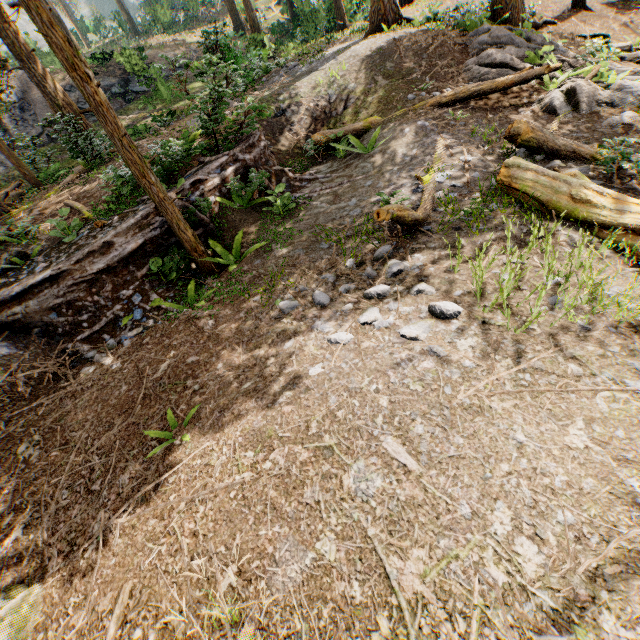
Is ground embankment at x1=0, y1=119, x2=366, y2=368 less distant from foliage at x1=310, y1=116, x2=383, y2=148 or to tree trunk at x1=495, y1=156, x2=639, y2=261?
foliage at x1=310, y1=116, x2=383, y2=148

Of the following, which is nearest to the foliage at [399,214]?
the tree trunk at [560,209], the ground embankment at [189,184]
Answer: the ground embankment at [189,184]

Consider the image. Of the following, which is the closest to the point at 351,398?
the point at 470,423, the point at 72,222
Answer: the point at 470,423

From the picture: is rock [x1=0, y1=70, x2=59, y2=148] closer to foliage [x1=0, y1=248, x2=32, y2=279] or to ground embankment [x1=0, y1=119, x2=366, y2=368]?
foliage [x1=0, y1=248, x2=32, y2=279]

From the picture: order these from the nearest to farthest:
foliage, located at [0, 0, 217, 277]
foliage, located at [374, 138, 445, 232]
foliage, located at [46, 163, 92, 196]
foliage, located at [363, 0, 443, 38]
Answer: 1. foliage, located at [0, 0, 217, 277]
2. foliage, located at [374, 138, 445, 232]
3. foliage, located at [46, 163, 92, 196]
4. foliage, located at [363, 0, 443, 38]

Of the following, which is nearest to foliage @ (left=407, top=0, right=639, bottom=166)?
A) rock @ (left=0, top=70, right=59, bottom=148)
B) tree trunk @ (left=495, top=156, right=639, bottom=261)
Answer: rock @ (left=0, top=70, right=59, bottom=148)

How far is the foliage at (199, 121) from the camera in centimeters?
845cm
